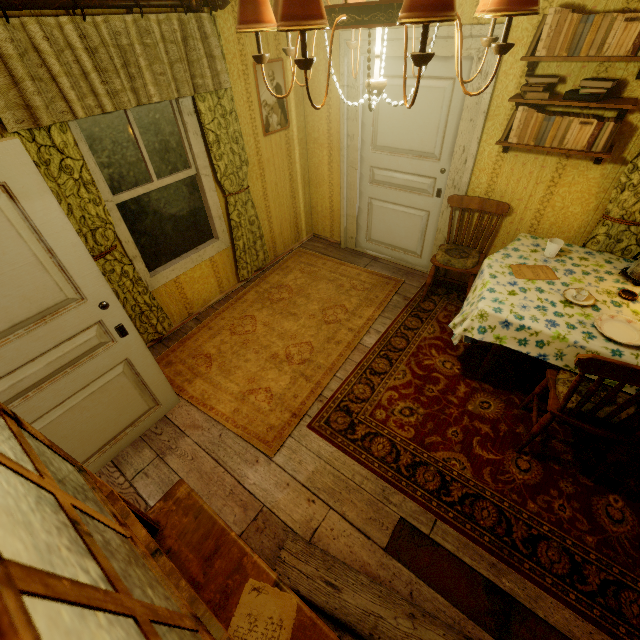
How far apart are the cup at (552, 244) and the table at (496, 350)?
0.4m

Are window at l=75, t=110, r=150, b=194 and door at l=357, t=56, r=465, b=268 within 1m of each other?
no

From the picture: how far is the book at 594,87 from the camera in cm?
217

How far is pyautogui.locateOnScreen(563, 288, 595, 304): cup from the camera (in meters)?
2.26

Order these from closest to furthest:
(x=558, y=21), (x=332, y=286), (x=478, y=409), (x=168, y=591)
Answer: (x=168, y=591), (x=558, y=21), (x=478, y=409), (x=332, y=286)

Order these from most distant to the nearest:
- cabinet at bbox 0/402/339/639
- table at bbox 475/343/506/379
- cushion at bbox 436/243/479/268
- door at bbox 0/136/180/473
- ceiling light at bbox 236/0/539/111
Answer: cushion at bbox 436/243/479/268, table at bbox 475/343/506/379, door at bbox 0/136/180/473, ceiling light at bbox 236/0/539/111, cabinet at bbox 0/402/339/639

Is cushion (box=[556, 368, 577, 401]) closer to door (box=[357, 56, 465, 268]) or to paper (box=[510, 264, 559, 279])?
paper (box=[510, 264, 559, 279])

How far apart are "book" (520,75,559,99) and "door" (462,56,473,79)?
0.5m
